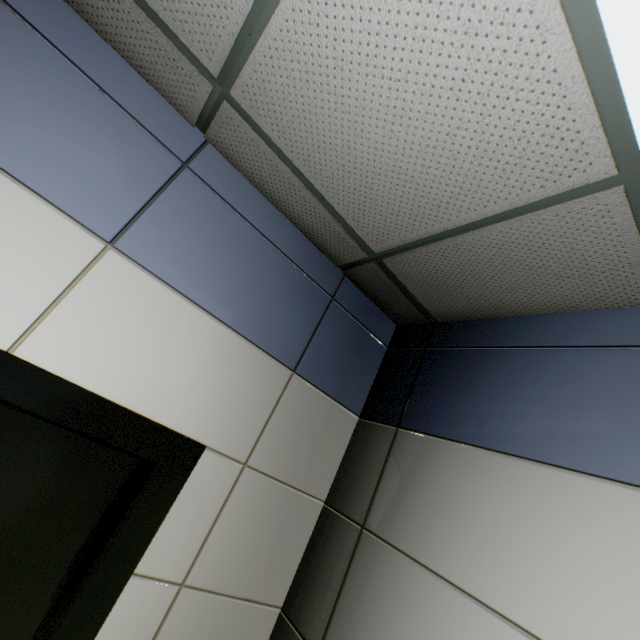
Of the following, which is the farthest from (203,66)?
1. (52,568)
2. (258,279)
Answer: (52,568)
